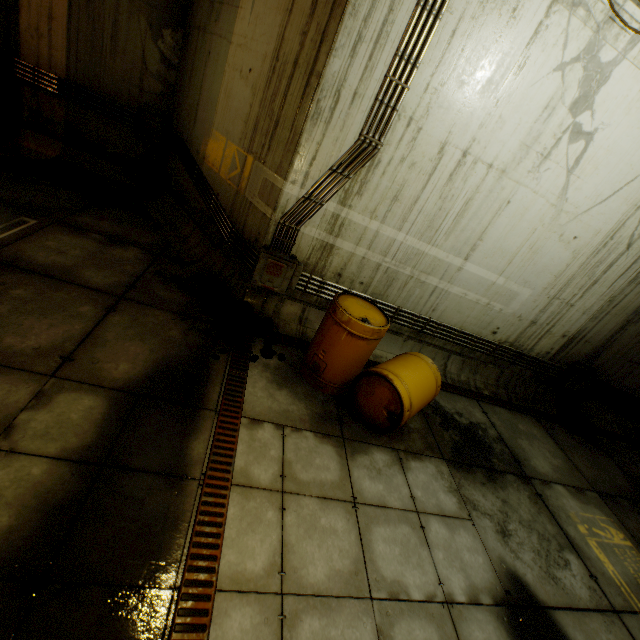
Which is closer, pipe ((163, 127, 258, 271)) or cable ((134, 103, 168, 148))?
pipe ((163, 127, 258, 271))

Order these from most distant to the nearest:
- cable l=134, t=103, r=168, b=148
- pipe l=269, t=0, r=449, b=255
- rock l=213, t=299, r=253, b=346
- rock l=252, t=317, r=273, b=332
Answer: cable l=134, t=103, r=168, b=148
rock l=252, t=317, r=273, b=332
rock l=213, t=299, r=253, b=346
pipe l=269, t=0, r=449, b=255

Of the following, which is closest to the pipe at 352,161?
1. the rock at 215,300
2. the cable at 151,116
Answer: the rock at 215,300

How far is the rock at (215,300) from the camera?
4.78m

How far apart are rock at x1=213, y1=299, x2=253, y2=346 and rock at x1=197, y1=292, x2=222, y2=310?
0.12m

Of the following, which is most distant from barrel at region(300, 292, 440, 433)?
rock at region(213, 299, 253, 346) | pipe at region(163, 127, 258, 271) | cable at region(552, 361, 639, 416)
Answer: cable at region(552, 361, 639, 416)

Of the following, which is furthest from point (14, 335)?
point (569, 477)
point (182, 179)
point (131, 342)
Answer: point (569, 477)

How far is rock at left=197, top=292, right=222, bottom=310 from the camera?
4.8m
